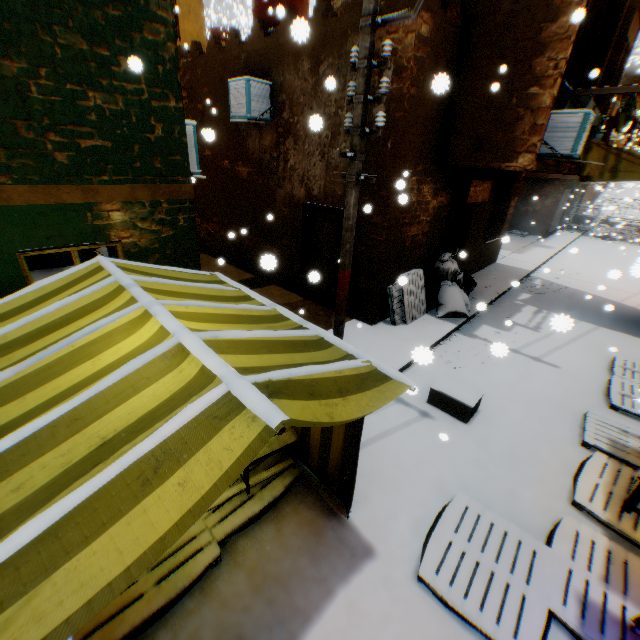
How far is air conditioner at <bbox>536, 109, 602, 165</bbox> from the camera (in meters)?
6.47

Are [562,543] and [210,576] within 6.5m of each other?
yes

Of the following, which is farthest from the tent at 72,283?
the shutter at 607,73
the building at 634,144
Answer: the building at 634,144

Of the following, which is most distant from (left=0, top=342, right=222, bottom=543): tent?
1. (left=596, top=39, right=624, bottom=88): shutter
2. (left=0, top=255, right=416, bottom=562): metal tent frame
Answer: (left=596, top=39, right=624, bottom=88): shutter

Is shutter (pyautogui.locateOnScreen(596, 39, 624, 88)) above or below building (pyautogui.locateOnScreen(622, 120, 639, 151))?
below

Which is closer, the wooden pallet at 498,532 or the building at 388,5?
the wooden pallet at 498,532

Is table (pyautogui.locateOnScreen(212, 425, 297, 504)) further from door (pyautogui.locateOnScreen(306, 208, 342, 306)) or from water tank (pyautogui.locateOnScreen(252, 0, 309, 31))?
water tank (pyautogui.locateOnScreen(252, 0, 309, 31))

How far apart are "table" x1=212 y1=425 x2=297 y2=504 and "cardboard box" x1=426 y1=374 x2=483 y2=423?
2.2m
